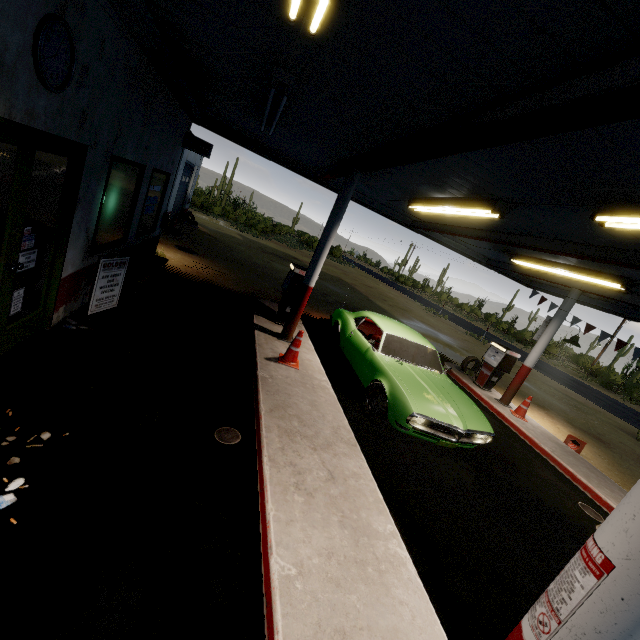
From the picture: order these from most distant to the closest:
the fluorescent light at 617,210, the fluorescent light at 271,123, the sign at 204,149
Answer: the sign at 204,149 < the fluorescent light at 271,123 < the fluorescent light at 617,210

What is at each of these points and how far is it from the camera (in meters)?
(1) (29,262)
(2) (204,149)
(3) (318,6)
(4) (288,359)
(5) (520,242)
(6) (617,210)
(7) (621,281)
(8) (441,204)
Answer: (1) sign, 3.72
(2) sign, 8.70
(3) fluorescent light, 2.20
(4) traffic cone, 6.15
(5) beam, 6.62
(6) fluorescent light, 3.46
(7) fluorescent light, 6.39
(8) fluorescent light, 6.55

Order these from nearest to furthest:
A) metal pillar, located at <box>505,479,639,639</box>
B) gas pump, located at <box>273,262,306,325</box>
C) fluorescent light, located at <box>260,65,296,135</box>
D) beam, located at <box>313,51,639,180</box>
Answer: metal pillar, located at <box>505,479,639,639</box>, beam, located at <box>313,51,639,180</box>, fluorescent light, located at <box>260,65,296,135</box>, gas pump, located at <box>273,262,306,325</box>

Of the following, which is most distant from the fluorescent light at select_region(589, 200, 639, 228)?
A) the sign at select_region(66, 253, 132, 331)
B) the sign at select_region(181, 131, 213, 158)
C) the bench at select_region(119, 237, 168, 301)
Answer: the sign at select_region(181, 131, 213, 158)

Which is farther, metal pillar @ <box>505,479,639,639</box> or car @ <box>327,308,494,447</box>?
car @ <box>327,308,494,447</box>

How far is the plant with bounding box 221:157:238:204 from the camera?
58.2m

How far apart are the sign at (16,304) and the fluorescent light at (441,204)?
6.59m

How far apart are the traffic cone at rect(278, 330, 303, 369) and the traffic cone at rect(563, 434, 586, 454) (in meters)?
8.10
